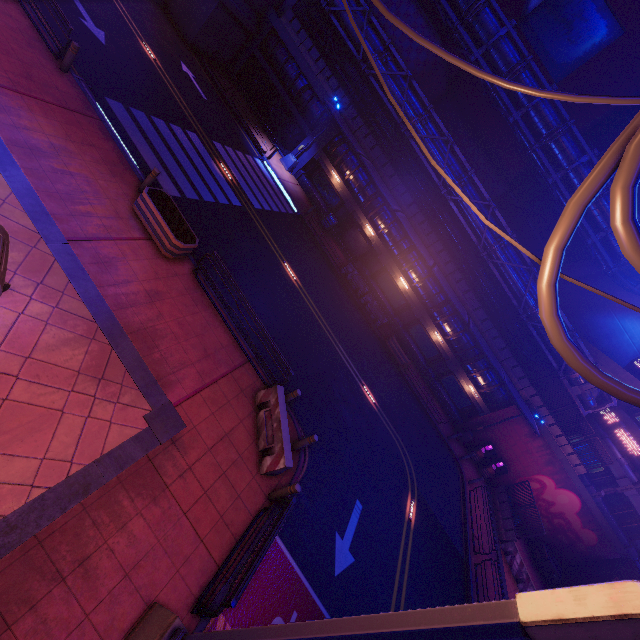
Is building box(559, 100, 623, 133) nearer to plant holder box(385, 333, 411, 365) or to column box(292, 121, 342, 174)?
column box(292, 121, 342, 174)

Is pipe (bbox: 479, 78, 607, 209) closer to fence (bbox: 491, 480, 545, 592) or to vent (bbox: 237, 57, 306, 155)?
vent (bbox: 237, 57, 306, 155)

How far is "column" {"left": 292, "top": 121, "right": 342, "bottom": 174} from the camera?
24.6 meters

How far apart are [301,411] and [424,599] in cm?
874

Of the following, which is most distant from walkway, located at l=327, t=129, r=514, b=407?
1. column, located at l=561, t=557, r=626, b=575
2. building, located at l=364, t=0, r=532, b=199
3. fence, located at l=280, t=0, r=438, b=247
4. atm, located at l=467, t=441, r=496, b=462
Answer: column, located at l=561, t=557, r=626, b=575

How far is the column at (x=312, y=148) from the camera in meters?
24.6

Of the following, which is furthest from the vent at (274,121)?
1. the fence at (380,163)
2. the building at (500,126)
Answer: the building at (500,126)

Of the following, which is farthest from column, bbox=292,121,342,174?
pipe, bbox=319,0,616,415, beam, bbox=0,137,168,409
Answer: beam, bbox=0,137,168,409
